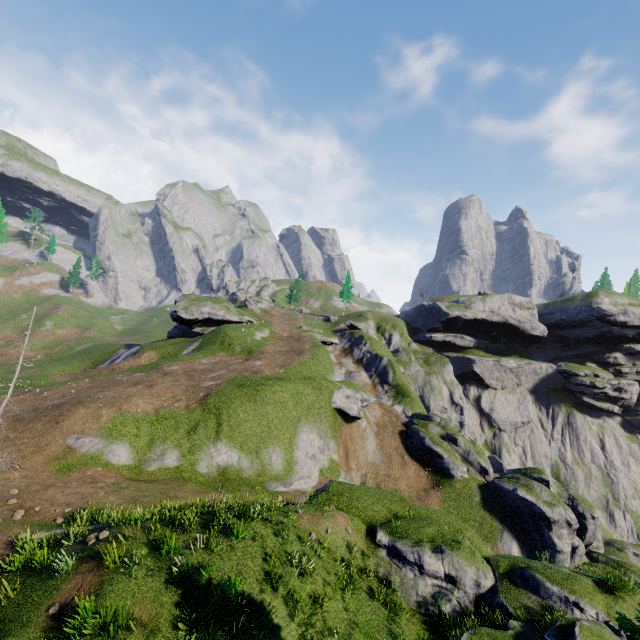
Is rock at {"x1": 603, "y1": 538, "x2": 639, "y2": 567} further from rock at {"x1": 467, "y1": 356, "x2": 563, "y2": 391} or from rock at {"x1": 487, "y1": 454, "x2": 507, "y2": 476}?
rock at {"x1": 467, "y1": 356, "x2": 563, "y2": 391}

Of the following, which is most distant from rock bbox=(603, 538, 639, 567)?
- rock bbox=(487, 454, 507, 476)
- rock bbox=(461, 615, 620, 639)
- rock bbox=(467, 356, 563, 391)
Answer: rock bbox=(461, 615, 620, 639)

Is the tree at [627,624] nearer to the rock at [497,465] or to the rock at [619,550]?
the rock at [497,465]

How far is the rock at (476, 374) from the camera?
59.12m

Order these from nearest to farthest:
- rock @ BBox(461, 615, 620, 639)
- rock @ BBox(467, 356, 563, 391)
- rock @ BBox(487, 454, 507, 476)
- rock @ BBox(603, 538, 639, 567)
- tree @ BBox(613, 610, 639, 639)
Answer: tree @ BBox(613, 610, 639, 639) < rock @ BBox(461, 615, 620, 639) < rock @ BBox(603, 538, 639, 567) < rock @ BBox(487, 454, 507, 476) < rock @ BBox(467, 356, 563, 391)

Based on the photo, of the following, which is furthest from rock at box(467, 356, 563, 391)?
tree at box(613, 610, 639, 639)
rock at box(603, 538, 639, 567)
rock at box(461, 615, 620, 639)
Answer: tree at box(613, 610, 639, 639)

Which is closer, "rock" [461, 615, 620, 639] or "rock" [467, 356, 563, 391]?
"rock" [461, 615, 620, 639]

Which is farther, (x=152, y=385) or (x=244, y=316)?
(x=244, y=316)
